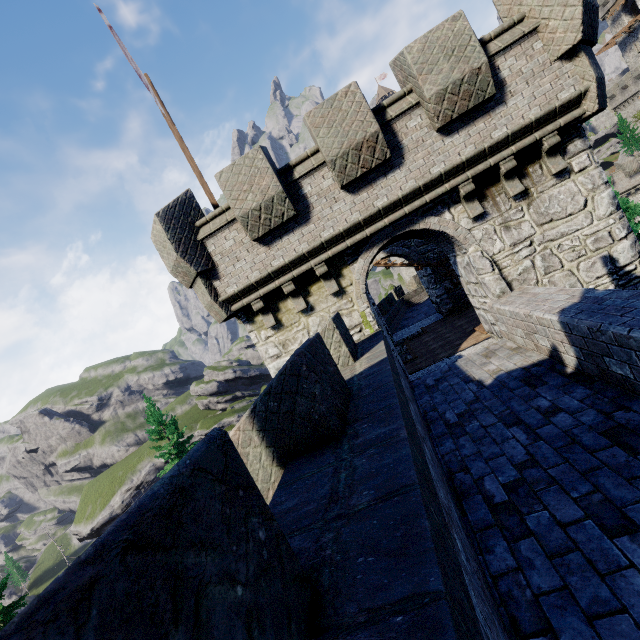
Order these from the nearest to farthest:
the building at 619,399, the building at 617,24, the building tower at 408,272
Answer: the building at 619,399 < the building tower at 408,272 < the building at 617,24

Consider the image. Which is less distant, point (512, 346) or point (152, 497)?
point (152, 497)

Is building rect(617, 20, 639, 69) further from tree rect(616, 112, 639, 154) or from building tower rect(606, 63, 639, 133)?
tree rect(616, 112, 639, 154)

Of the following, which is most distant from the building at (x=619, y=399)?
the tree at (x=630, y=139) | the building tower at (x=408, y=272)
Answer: the tree at (x=630, y=139)

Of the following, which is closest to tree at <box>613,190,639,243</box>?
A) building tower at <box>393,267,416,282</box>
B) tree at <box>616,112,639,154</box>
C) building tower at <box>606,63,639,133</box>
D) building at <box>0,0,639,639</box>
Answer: building at <box>0,0,639,639</box>

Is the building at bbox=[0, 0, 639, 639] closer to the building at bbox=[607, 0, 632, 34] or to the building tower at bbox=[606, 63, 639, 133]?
the building tower at bbox=[606, 63, 639, 133]

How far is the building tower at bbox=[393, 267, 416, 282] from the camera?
49.81m

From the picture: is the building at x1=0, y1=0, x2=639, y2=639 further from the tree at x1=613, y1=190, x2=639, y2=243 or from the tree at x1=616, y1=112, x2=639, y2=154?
the tree at x1=616, y1=112, x2=639, y2=154
